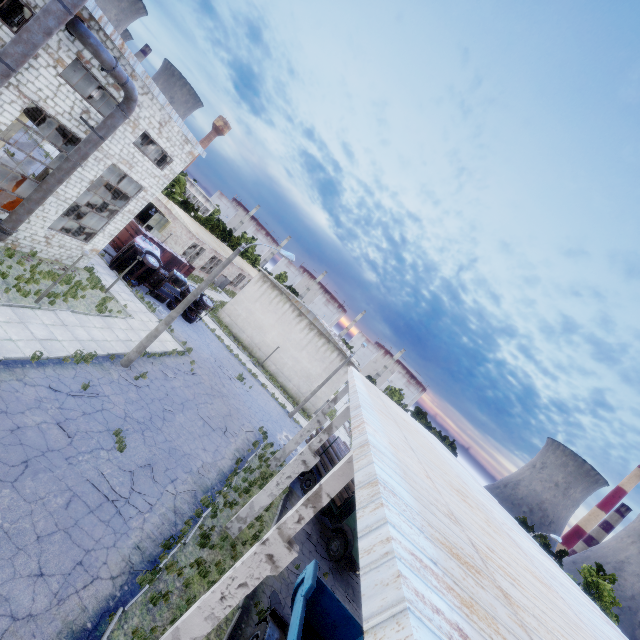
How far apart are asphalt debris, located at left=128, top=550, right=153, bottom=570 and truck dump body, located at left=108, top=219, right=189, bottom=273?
25.5m

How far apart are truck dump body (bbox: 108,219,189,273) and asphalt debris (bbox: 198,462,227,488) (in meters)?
21.81

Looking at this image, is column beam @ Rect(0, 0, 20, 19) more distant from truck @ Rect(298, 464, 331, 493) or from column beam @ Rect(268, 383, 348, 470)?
truck @ Rect(298, 464, 331, 493)

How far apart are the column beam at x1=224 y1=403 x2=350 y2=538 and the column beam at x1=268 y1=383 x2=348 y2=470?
6.57m

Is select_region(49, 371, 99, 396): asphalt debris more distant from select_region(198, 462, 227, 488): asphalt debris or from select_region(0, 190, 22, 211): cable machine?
select_region(0, 190, 22, 211): cable machine

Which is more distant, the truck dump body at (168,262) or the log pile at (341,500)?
the truck dump body at (168,262)

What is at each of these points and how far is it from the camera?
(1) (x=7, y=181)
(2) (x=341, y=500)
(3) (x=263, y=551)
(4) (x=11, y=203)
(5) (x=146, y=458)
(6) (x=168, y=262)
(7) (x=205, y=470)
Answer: (1) cable machine, 17.2 meters
(2) log pile, 19.3 meters
(3) column beam, 7.4 meters
(4) cable machine, 17.9 meters
(5) asphalt debris, 12.9 meters
(6) truck dump body, 31.6 meters
(7) asphalt debris, 15.3 meters

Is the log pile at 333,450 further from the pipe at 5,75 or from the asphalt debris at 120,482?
the pipe at 5,75
